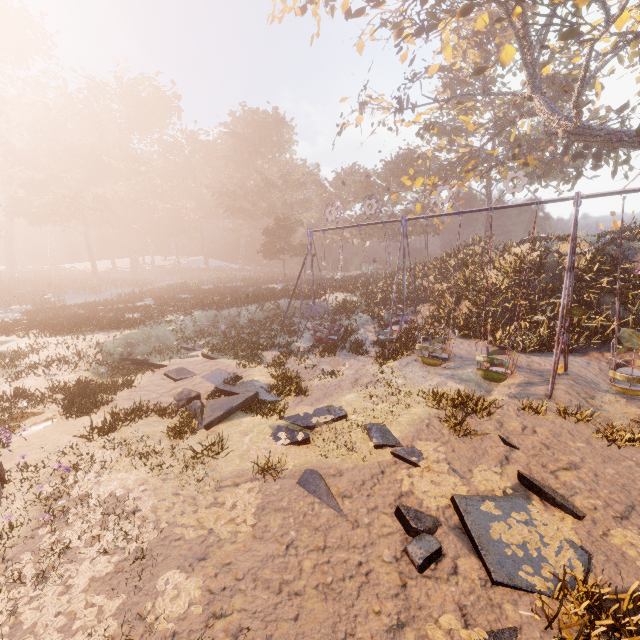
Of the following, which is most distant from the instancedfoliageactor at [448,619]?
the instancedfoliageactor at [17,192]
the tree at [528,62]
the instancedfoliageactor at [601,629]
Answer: the instancedfoliageactor at [17,192]

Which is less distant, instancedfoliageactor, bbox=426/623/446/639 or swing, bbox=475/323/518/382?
instancedfoliageactor, bbox=426/623/446/639

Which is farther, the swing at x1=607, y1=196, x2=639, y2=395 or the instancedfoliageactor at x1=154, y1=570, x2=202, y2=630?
the swing at x1=607, y1=196, x2=639, y2=395

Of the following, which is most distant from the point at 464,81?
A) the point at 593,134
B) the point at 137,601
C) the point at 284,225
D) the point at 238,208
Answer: the point at 137,601

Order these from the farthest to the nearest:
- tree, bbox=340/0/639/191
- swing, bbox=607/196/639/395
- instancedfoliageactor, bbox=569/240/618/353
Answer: tree, bbox=340/0/639/191, instancedfoliageactor, bbox=569/240/618/353, swing, bbox=607/196/639/395

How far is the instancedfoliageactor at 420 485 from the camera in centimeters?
627cm

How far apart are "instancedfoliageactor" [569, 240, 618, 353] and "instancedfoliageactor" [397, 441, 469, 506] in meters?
12.4 m

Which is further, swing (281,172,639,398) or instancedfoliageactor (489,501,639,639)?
swing (281,172,639,398)
